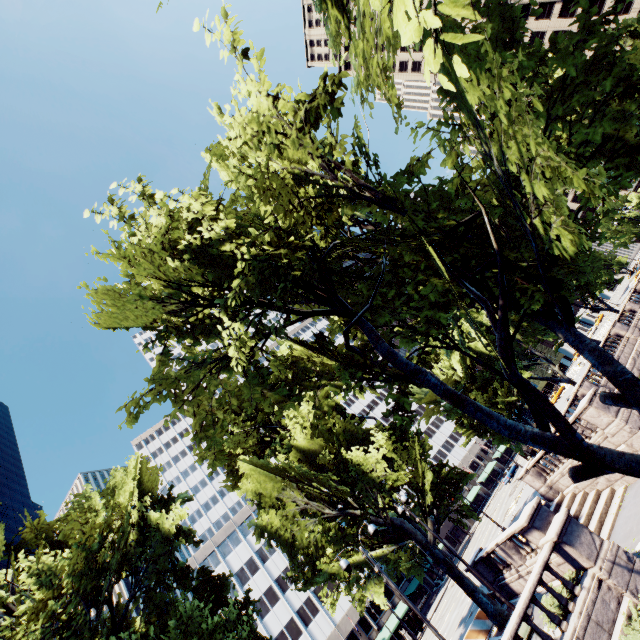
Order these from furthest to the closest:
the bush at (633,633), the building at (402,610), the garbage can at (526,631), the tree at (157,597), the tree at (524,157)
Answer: the building at (402,610) → the tree at (157,597) → the garbage can at (526,631) → the bush at (633,633) → the tree at (524,157)

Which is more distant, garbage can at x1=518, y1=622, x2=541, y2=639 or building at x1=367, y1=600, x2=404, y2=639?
building at x1=367, y1=600, x2=404, y2=639

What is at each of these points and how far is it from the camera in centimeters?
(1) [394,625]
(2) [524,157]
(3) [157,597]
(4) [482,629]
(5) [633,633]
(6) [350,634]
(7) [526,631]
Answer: (1) building, 4709cm
(2) tree, 605cm
(3) tree, 1655cm
(4) concrete barrier, 1870cm
(5) bush, 1029cm
(6) building, 4866cm
(7) garbage can, 1186cm

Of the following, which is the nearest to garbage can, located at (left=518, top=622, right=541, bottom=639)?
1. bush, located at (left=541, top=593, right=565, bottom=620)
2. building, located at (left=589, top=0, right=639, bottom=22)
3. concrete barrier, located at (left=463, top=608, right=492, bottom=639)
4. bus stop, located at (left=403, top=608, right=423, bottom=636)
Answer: bush, located at (left=541, top=593, right=565, bottom=620)

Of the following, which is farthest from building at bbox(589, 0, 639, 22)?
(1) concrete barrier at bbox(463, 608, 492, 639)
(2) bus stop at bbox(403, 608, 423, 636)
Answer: Result: (1) concrete barrier at bbox(463, 608, 492, 639)

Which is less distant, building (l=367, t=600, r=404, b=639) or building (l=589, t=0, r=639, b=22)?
building (l=367, t=600, r=404, b=639)

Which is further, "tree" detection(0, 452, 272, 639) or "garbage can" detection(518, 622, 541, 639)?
"tree" detection(0, 452, 272, 639)

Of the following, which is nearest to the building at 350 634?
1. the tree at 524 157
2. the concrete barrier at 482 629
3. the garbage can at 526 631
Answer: the tree at 524 157
